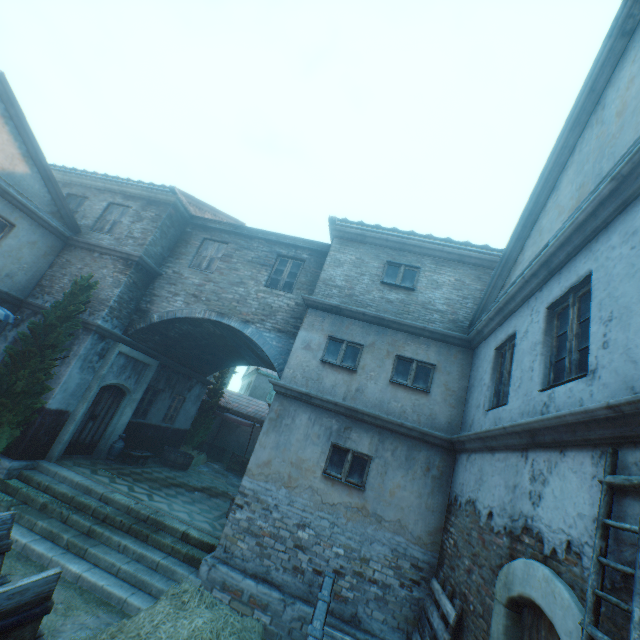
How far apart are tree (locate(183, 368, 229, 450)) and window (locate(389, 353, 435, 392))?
12.2 meters

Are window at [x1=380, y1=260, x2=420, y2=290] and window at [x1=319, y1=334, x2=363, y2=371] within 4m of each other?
yes

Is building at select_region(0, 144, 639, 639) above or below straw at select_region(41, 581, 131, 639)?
above

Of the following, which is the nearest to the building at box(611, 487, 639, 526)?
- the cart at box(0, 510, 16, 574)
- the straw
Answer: the straw

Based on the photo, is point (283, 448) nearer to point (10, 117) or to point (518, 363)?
point (518, 363)

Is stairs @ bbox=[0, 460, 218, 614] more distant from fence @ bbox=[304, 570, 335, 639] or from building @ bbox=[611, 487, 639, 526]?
fence @ bbox=[304, 570, 335, 639]

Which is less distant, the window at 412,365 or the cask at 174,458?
the window at 412,365

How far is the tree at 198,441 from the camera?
16.75m
